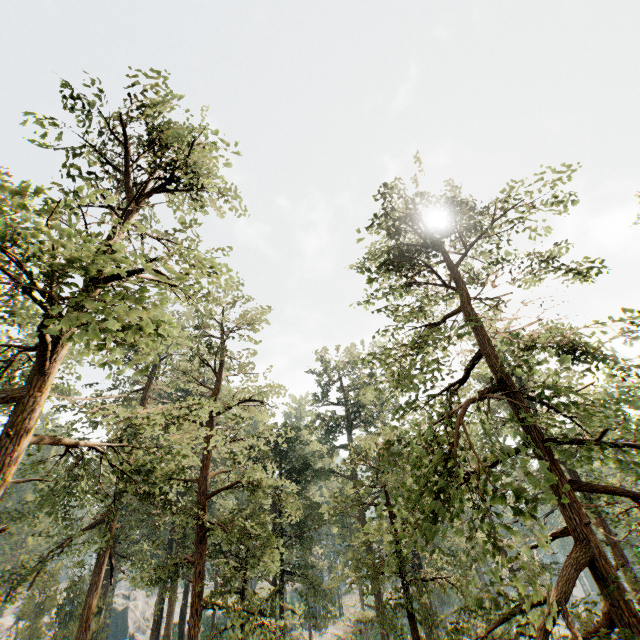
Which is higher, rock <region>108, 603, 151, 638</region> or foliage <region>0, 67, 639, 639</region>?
foliage <region>0, 67, 639, 639</region>

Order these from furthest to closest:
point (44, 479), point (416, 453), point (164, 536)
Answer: point (164, 536) < point (416, 453) < point (44, 479)

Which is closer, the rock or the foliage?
the foliage

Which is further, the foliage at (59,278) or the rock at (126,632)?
the rock at (126,632)

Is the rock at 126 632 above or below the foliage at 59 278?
below
